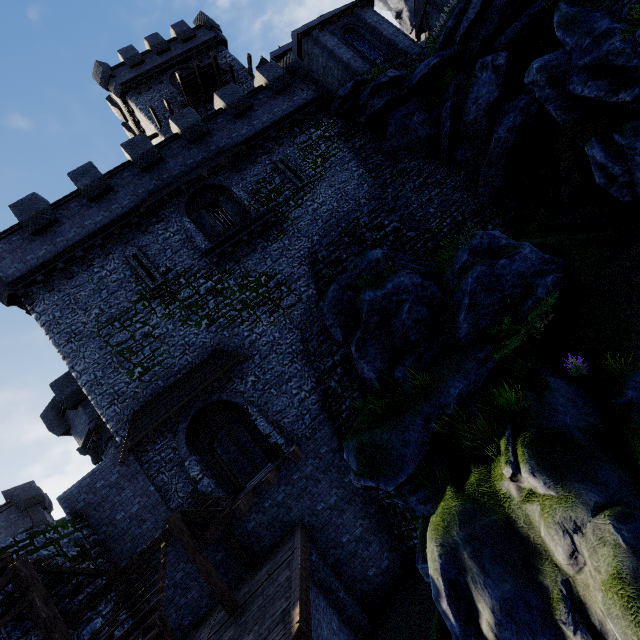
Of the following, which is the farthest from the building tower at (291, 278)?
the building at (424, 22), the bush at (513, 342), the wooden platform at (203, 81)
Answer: the bush at (513, 342)

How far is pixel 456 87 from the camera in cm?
1705

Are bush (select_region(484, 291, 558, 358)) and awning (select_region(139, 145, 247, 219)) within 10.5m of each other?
→ no

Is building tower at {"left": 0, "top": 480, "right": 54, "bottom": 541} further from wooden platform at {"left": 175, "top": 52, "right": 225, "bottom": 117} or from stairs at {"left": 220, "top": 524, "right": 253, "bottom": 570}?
wooden platform at {"left": 175, "top": 52, "right": 225, "bottom": 117}

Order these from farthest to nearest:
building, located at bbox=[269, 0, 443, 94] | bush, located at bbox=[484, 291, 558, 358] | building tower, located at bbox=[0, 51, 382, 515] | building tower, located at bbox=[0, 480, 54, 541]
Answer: building tower, located at bbox=[0, 480, 54, 541]
building, located at bbox=[269, 0, 443, 94]
building tower, located at bbox=[0, 51, 382, 515]
bush, located at bbox=[484, 291, 558, 358]

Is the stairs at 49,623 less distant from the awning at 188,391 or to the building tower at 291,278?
the building tower at 291,278

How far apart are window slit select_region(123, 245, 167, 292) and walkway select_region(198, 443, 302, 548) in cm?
962

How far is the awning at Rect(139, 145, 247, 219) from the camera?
15.7 meters
